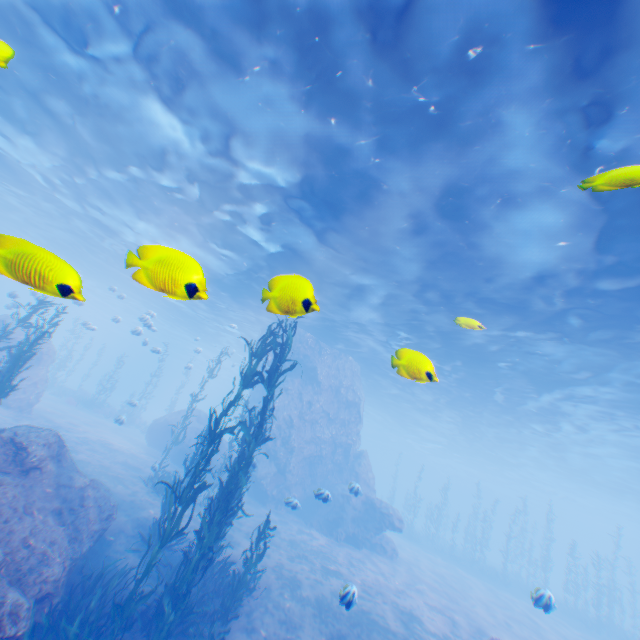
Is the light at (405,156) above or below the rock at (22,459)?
above

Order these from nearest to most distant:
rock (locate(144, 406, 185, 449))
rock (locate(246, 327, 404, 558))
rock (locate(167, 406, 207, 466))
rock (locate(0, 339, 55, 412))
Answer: rock (locate(0, 339, 55, 412)) < rock (locate(246, 327, 404, 558)) < rock (locate(167, 406, 207, 466)) < rock (locate(144, 406, 185, 449))

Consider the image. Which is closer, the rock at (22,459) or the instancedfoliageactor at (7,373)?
the rock at (22,459)

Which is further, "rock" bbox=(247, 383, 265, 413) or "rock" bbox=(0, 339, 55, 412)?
"rock" bbox=(247, 383, 265, 413)

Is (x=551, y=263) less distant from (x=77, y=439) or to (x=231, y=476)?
(x=231, y=476)

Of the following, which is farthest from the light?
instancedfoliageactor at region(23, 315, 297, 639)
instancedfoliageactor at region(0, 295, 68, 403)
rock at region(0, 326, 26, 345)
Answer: instancedfoliageactor at region(0, 295, 68, 403)

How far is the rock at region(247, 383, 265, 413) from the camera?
29.5m

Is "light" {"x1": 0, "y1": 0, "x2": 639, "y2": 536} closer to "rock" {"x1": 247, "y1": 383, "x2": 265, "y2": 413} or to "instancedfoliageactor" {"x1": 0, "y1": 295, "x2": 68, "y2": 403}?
"rock" {"x1": 247, "y1": 383, "x2": 265, "y2": 413}
